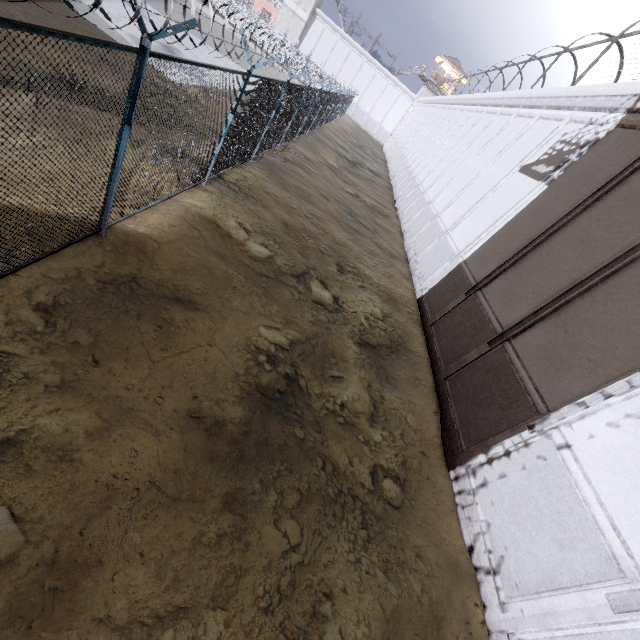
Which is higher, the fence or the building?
the building

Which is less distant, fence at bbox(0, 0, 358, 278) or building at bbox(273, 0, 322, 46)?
fence at bbox(0, 0, 358, 278)

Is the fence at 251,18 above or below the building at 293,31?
below

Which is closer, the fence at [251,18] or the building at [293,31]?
the fence at [251,18]

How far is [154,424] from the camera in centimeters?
412cm
